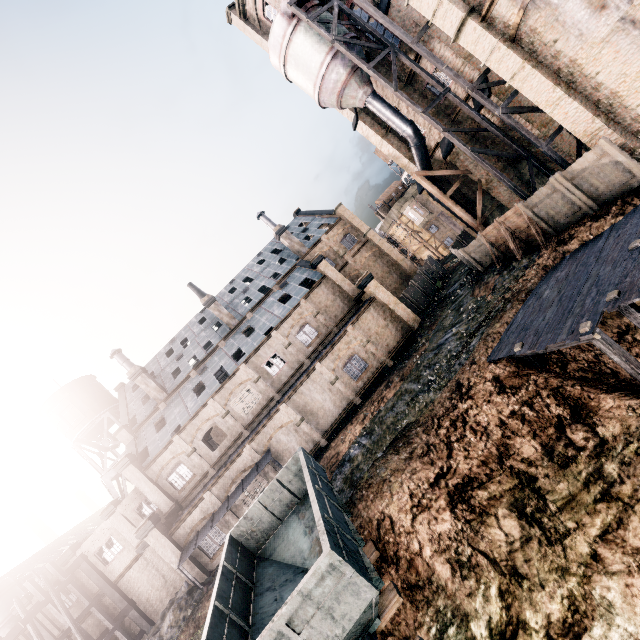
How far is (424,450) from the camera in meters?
13.4 m

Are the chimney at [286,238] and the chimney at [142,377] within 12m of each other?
no

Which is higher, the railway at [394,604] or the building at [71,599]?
the building at [71,599]

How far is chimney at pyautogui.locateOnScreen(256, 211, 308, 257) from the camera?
40.4m

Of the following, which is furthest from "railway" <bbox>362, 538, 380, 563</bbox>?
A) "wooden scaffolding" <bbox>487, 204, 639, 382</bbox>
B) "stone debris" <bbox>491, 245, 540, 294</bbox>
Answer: "stone debris" <bbox>491, 245, 540, 294</bbox>

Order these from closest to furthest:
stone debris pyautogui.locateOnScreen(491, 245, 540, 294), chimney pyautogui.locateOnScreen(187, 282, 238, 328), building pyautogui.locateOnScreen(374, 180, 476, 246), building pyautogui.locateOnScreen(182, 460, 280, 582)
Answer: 1. stone debris pyautogui.locateOnScreen(491, 245, 540, 294)
2. building pyautogui.locateOnScreen(182, 460, 280, 582)
3. chimney pyautogui.locateOnScreen(187, 282, 238, 328)
4. building pyautogui.locateOnScreen(374, 180, 476, 246)

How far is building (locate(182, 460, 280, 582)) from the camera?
24.12m

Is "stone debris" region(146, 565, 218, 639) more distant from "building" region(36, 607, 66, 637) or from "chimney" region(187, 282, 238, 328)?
"chimney" region(187, 282, 238, 328)
